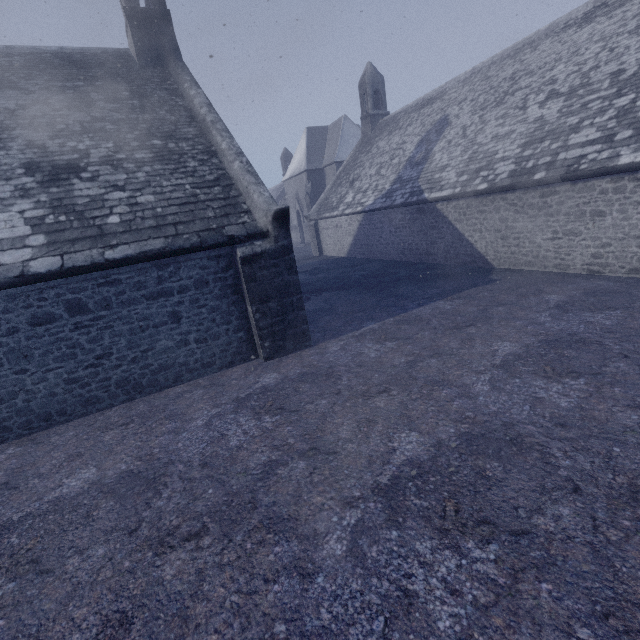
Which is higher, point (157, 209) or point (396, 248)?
point (157, 209)
